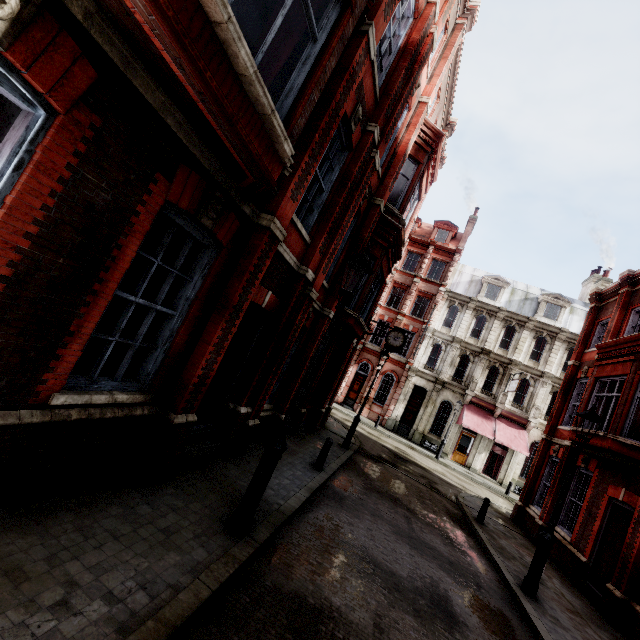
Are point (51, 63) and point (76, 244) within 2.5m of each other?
yes

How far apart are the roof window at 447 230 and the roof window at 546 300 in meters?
9.4

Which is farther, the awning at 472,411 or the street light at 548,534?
the awning at 472,411

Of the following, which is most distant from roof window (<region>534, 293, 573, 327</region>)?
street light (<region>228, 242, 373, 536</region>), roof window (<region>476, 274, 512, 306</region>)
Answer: street light (<region>228, 242, 373, 536</region>)

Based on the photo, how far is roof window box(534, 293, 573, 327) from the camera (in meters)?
28.28

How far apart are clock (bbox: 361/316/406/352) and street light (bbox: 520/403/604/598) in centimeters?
858cm

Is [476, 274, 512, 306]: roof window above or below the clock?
above

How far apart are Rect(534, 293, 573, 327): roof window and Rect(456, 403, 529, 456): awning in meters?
9.1 m
